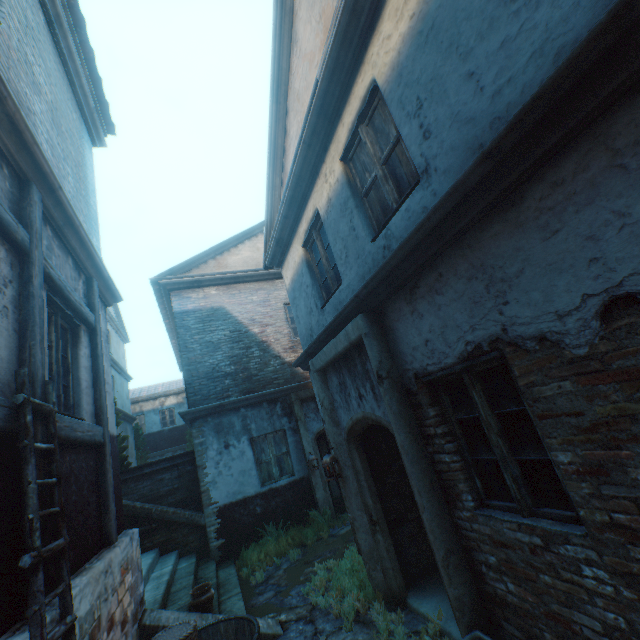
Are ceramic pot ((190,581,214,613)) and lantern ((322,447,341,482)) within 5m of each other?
yes

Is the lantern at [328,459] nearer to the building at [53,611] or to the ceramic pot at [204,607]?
the building at [53,611]

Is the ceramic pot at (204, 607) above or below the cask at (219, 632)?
above

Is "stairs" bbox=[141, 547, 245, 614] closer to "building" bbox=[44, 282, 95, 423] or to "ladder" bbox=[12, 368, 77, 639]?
"building" bbox=[44, 282, 95, 423]

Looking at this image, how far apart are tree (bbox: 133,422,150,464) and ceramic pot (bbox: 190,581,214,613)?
16.1m

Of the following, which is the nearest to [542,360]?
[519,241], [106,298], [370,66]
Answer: [519,241]

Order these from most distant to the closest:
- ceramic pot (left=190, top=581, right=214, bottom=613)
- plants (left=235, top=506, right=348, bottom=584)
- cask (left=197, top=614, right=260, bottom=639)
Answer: plants (left=235, top=506, right=348, bottom=584) < ceramic pot (left=190, top=581, right=214, bottom=613) < cask (left=197, top=614, right=260, bottom=639)

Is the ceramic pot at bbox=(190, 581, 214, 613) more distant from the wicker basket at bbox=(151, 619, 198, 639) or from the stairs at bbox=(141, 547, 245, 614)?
the wicker basket at bbox=(151, 619, 198, 639)
